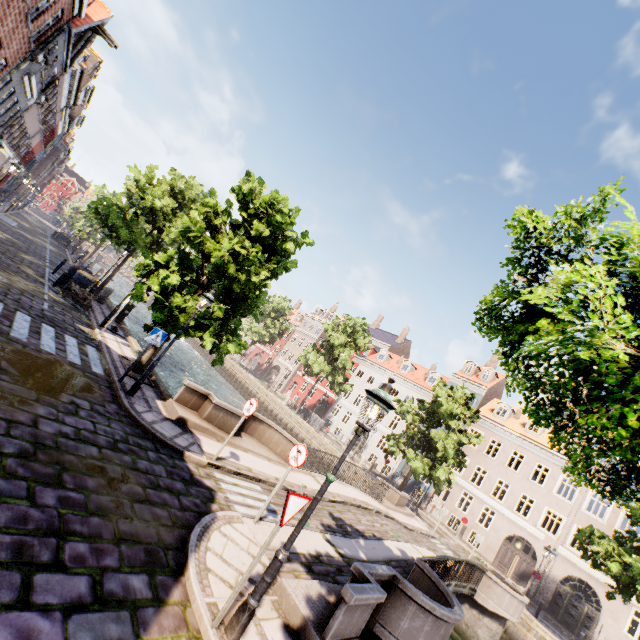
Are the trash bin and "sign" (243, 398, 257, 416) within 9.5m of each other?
no

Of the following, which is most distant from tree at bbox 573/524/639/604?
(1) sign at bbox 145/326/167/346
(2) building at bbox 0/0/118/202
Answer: (2) building at bbox 0/0/118/202

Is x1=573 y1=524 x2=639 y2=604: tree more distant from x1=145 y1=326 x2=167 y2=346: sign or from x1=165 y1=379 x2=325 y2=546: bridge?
x1=165 y1=379 x2=325 y2=546: bridge

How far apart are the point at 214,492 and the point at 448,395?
20.94m

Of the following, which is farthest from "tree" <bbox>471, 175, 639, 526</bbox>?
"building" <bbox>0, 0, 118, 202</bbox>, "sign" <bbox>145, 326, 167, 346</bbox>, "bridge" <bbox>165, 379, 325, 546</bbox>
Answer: "building" <bbox>0, 0, 118, 202</bbox>

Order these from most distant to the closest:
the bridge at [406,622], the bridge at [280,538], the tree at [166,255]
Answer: the tree at [166,255] → the bridge at [280,538] → the bridge at [406,622]

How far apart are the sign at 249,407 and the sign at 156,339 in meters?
3.3 m

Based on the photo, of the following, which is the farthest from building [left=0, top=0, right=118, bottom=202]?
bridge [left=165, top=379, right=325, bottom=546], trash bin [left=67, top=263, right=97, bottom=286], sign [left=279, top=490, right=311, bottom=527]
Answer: bridge [left=165, top=379, right=325, bottom=546]
